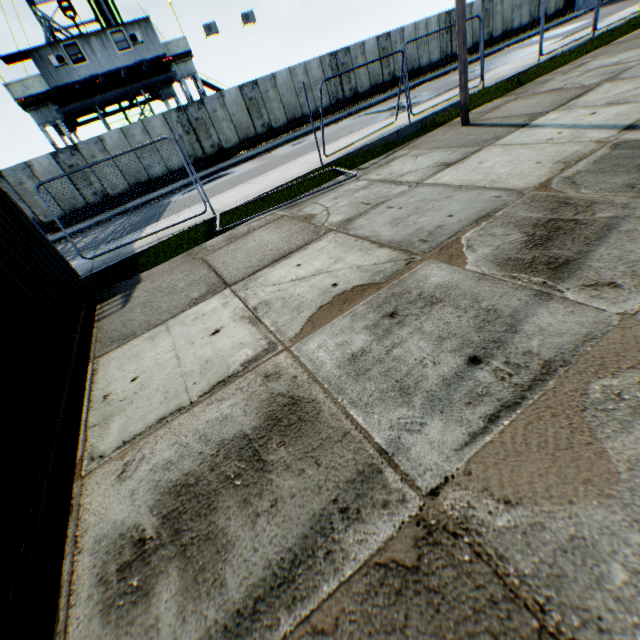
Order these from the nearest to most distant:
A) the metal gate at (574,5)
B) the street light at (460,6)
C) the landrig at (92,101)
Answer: the street light at (460,6) → the landrig at (92,101) → the metal gate at (574,5)

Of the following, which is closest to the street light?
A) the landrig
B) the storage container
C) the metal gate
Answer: the storage container

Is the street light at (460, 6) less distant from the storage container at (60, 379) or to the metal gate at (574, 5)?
the storage container at (60, 379)

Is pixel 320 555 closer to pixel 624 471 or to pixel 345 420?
pixel 345 420

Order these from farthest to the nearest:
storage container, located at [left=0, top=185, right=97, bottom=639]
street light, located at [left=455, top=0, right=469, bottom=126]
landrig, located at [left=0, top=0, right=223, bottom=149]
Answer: landrig, located at [left=0, top=0, right=223, bottom=149]
street light, located at [left=455, top=0, right=469, bottom=126]
storage container, located at [left=0, top=185, right=97, bottom=639]

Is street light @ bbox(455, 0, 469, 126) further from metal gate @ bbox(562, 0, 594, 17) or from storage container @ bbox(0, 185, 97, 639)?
metal gate @ bbox(562, 0, 594, 17)

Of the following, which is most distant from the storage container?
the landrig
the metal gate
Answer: the metal gate
